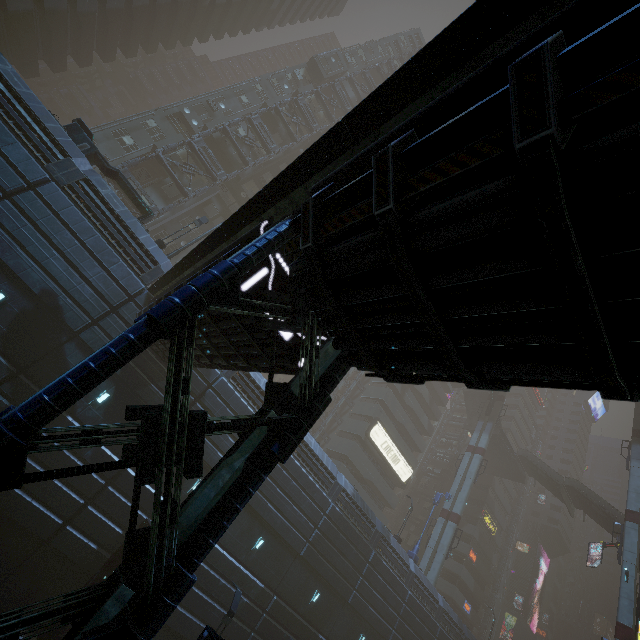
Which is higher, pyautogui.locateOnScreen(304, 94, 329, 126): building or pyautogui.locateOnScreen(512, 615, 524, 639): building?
pyautogui.locateOnScreen(304, 94, 329, 126): building

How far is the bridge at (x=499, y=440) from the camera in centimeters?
4950cm

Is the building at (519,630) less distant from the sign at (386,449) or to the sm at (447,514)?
the sign at (386,449)

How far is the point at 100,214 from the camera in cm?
1551

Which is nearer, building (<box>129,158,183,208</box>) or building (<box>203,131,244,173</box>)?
building (<box>129,158,183,208</box>)

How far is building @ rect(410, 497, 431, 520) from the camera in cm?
5061
